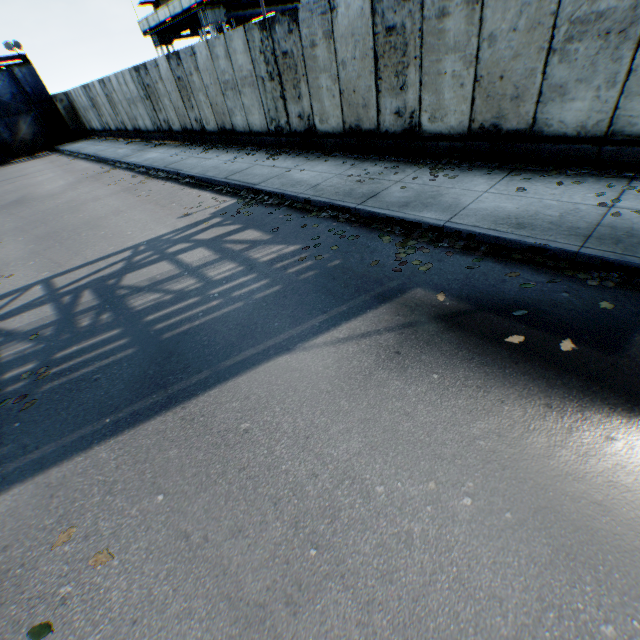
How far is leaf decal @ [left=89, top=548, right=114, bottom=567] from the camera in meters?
2.5 m

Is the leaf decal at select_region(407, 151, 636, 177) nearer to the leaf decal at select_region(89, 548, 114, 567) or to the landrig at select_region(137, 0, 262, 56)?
the leaf decal at select_region(89, 548, 114, 567)

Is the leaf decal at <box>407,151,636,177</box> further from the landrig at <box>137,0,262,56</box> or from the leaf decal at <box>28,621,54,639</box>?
the landrig at <box>137,0,262,56</box>

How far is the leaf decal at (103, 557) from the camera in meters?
2.5

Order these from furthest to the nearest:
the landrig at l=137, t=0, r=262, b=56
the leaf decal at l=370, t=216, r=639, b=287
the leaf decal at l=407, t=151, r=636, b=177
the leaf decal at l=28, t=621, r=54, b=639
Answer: the landrig at l=137, t=0, r=262, b=56 < the leaf decal at l=407, t=151, r=636, b=177 < the leaf decal at l=370, t=216, r=639, b=287 < the leaf decal at l=28, t=621, r=54, b=639

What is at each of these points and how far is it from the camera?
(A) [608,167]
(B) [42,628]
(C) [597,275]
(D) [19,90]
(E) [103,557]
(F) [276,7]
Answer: (A) leaf decal, 5.6m
(B) leaf decal, 2.2m
(C) leaf decal, 4.0m
(D) metal gate, 25.5m
(E) leaf decal, 2.5m
(F) landrig, 25.3m

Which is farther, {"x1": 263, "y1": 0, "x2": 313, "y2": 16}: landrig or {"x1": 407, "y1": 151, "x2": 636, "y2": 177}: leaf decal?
{"x1": 263, "y1": 0, "x2": 313, "y2": 16}: landrig

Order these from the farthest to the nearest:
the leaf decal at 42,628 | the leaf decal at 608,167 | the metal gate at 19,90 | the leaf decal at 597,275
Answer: the metal gate at 19,90 → the leaf decal at 608,167 → the leaf decal at 597,275 → the leaf decal at 42,628
